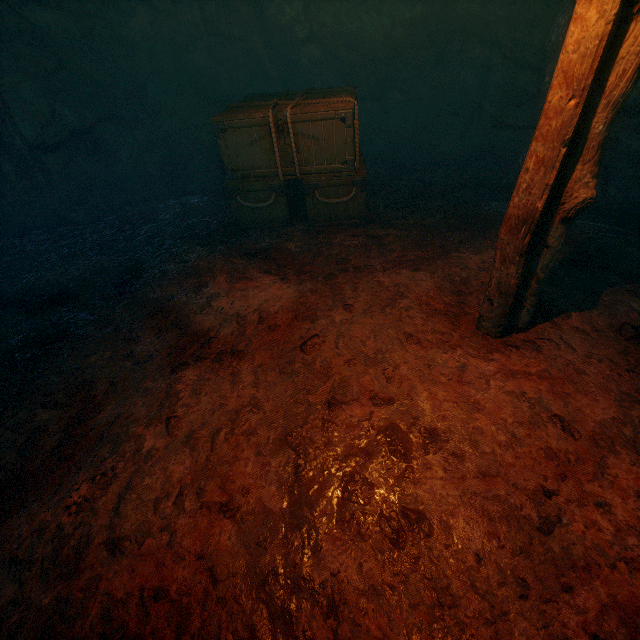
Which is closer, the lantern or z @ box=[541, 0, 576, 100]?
the lantern

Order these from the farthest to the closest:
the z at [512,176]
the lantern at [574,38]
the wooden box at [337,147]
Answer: the z at [512,176]
the wooden box at [337,147]
the lantern at [574,38]

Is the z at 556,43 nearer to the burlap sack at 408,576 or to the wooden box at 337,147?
the burlap sack at 408,576

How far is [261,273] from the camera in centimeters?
434cm

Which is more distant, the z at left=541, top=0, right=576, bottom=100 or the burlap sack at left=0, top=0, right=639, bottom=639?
the z at left=541, top=0, right=576, bottom=100

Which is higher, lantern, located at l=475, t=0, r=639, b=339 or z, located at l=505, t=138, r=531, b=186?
lantern, located at l=475, t=0, r=639, b=339

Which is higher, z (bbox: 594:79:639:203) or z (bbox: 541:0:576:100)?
z (bbox: 541:0:576:100)

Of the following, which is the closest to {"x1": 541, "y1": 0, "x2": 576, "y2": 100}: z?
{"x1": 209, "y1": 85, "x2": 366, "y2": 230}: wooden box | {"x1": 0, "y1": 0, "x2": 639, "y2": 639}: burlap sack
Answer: {"x1": 0, "y1": 0, "x2": 639, "y2": 639}: burlap sack
